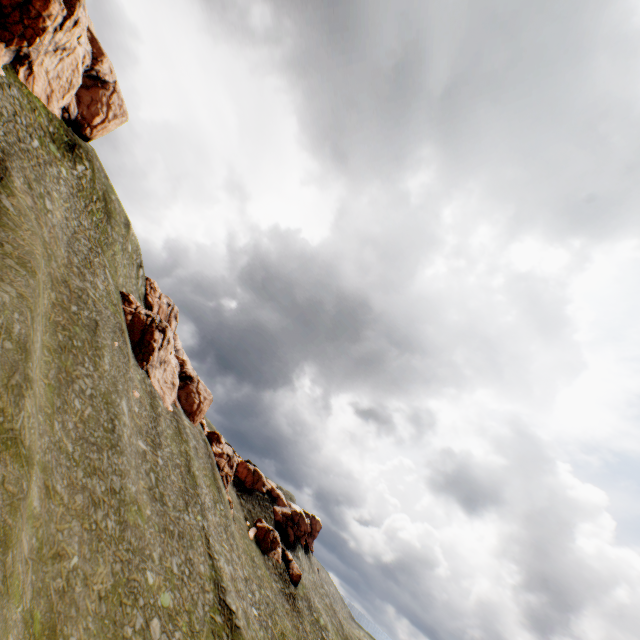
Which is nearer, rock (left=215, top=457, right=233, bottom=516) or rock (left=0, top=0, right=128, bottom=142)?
rock (left=0, top=0, right=128, bottom=142)

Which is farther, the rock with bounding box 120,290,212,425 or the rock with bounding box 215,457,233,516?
the rock with bounding box 215,457,233,516

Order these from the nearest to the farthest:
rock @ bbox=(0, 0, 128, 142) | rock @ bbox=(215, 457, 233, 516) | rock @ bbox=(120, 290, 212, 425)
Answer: rock @ bbox=(0, 0, 128, 142) < rock @ bbox=(120, 290, 212, 425) < rock @ bbox=(215, 457, 233, 516)

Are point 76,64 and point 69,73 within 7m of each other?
yes

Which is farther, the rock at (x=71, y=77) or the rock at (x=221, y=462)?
the rock at (x=221, y=462)

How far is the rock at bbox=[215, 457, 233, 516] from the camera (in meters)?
54.31
